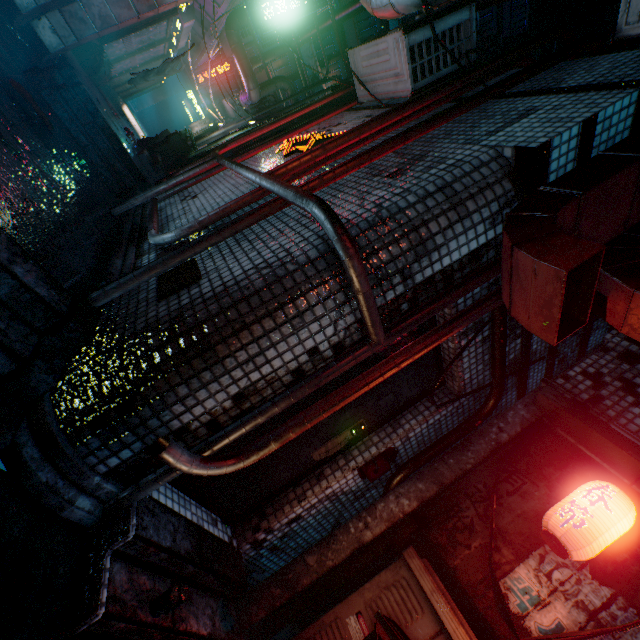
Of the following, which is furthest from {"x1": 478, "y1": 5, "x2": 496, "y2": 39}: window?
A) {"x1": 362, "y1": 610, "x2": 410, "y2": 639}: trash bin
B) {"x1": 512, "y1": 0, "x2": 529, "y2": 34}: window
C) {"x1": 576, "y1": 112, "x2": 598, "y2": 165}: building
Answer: {"x1": 362, "y1": 610, "x2": 410, "y2": 639}: trash bin

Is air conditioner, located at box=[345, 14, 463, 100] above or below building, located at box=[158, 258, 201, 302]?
above

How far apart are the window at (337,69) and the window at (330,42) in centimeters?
36cm

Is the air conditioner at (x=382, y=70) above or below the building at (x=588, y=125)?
above

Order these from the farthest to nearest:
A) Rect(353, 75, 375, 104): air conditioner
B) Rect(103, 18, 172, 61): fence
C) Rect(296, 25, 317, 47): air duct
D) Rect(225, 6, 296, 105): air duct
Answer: Rect(296, 25, 317, 47): air duct → Rect(225, 6, 296, 105): air duct → Rect(103, 18, 172, 61): fence → Rect(353, 75, 375, 104): air conditioner

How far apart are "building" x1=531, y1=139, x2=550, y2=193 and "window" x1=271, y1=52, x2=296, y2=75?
21.5m

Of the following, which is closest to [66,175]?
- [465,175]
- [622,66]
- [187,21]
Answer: [465,175]

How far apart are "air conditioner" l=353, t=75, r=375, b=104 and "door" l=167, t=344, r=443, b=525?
2.6m
